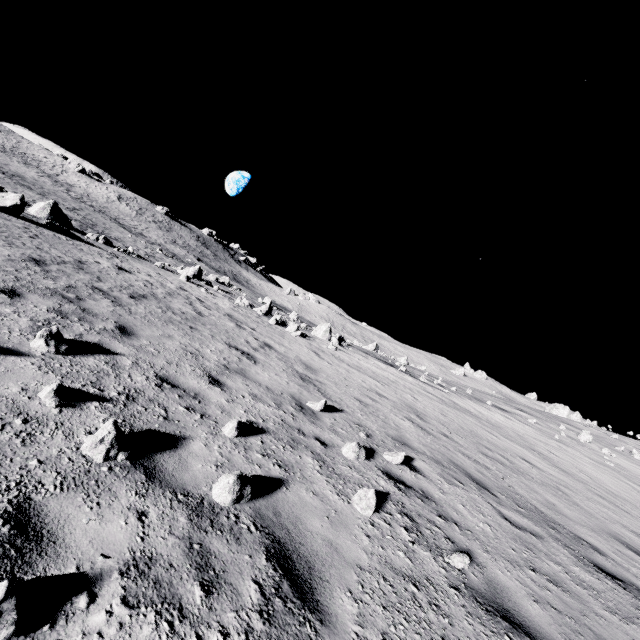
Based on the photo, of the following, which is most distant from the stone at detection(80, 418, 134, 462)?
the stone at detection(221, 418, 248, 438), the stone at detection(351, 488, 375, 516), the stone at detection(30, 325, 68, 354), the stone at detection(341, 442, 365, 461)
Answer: the stone at detection(341, 442, 365, 461)

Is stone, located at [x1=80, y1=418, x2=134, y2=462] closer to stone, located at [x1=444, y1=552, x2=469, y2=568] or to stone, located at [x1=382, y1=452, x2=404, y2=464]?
stone, located at [x1=444, y1=552, x2=469, y2=568]

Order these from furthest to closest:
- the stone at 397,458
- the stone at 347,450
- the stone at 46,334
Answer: the stone at 397,458
the stone at 347,450
the stone at 46,334

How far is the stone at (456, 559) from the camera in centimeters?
383cm

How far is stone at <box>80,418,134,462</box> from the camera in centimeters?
296cm

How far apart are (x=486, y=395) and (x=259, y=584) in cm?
2555

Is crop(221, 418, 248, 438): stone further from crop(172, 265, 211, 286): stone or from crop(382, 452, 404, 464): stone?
crop(172, 265, 211, 286): stone

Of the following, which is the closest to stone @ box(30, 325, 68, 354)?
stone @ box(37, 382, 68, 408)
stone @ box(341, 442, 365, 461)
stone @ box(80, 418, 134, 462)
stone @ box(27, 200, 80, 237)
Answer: stone @ box(37, 382, 68, 408)
